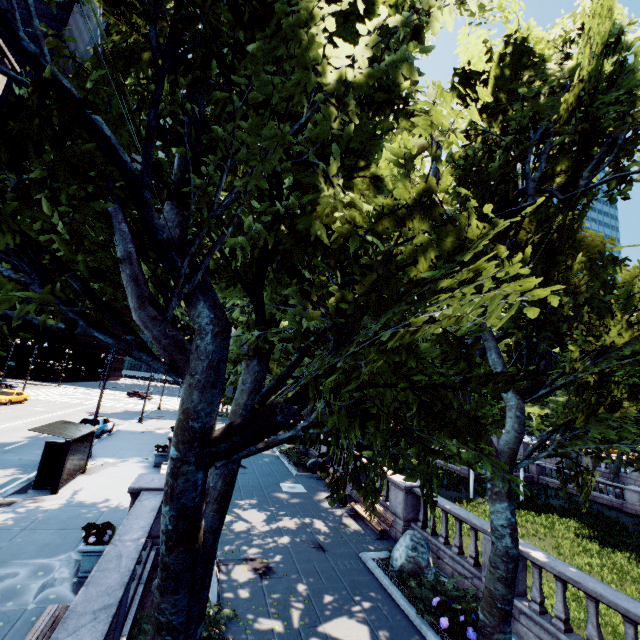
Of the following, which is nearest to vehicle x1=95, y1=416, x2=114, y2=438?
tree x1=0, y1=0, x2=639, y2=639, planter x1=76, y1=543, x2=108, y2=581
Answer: tree x1=0, y1=0, x2=639, y2=639

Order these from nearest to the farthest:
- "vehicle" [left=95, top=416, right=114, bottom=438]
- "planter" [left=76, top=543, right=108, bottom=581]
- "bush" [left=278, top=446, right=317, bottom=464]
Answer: "planter" [left=76, top=543, right=108, bottom=581]
"bush" [left=278, top=446, right=317, bottom=464]
"vehicle" [left=95, top=416, right=114, bottom=438]

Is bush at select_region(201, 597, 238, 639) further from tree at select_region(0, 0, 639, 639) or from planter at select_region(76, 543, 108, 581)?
planter at select_region(76, 543, 108, 581)

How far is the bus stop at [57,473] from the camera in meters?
13.4 m

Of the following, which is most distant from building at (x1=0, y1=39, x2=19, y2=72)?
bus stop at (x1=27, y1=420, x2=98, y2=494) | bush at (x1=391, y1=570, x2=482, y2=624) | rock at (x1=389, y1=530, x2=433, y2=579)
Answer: rock at (x1=389, y1=530, x2=433, y2=579)

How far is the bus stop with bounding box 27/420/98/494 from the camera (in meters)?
13.38

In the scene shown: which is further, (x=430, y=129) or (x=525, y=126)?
(x=525, y=126)

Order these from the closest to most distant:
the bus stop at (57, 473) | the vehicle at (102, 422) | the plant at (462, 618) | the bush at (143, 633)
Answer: the bush at (143, 633)
the plant at (462, 618)
the bus stop at (57, 473)
the vehicle at (102, 422)
